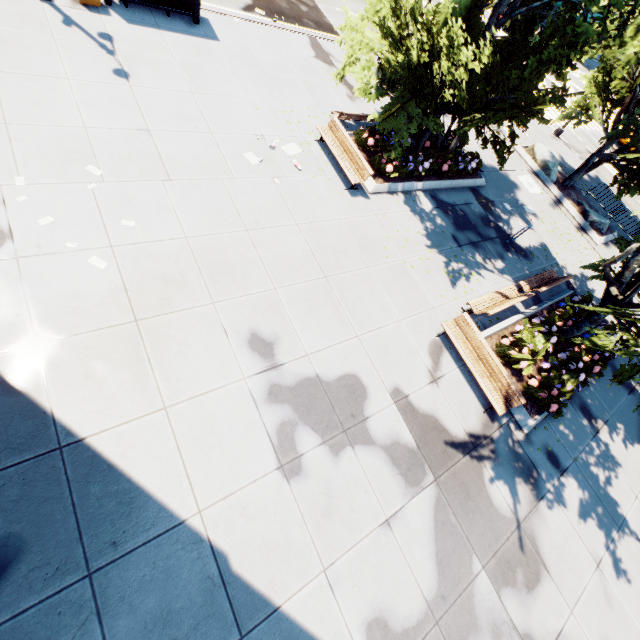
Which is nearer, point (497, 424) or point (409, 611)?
point (409, 611)

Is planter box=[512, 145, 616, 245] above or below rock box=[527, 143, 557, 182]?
below

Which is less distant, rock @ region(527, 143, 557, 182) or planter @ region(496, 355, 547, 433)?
planter @ region(496, 355, 547, 433)

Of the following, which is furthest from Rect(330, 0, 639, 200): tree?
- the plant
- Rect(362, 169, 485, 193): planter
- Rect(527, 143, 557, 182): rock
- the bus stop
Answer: the bus stop

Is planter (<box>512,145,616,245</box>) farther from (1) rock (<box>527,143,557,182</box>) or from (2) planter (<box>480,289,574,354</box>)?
(2) planter (<box>480,289,574,354</box>)

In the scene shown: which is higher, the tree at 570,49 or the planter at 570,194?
the tree at 570,49

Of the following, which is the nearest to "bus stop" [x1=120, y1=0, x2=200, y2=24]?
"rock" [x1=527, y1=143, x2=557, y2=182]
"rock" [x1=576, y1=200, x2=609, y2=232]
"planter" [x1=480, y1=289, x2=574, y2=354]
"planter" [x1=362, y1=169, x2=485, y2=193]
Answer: "planter" [x1=362, y1=169, x2=485, y2=193]

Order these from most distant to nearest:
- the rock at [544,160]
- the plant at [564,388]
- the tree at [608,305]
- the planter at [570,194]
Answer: the rock at [544,160], the planter at [570,194], the plant at [564,388], the tree at [608,305]
